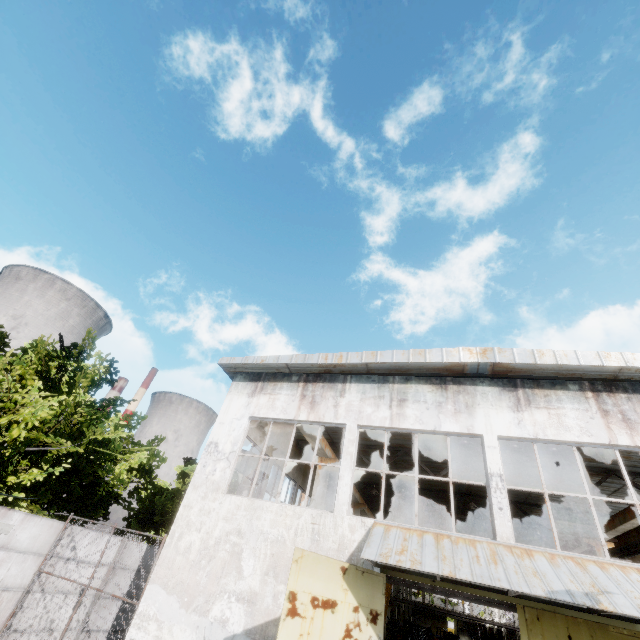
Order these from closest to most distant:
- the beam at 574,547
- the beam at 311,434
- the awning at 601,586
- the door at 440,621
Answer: the awning at 601,586 < the beam at 311,434 < the beam at 574,547 < the door at 440,621

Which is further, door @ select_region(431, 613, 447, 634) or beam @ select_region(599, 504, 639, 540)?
door @ select_region(431, 613, 447, 634)

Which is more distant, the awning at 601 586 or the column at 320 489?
the column at 320 489

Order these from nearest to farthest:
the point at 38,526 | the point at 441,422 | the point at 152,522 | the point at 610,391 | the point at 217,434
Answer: the point at 610,391 < the point at 441,422 < the point at 38,526 < the point at 217,434 < the point at 152,522

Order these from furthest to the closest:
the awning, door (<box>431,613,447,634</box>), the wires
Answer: door (<box>431,613,447,634</box>) → the wires → the awning

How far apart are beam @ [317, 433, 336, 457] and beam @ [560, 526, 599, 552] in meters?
11.9 m

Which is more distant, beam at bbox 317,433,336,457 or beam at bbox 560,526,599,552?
beam at bbox 560,526,599,552

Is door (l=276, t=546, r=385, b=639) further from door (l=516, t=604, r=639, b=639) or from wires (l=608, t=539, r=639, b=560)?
wires (l=608, t=539, r=639, b=560)
